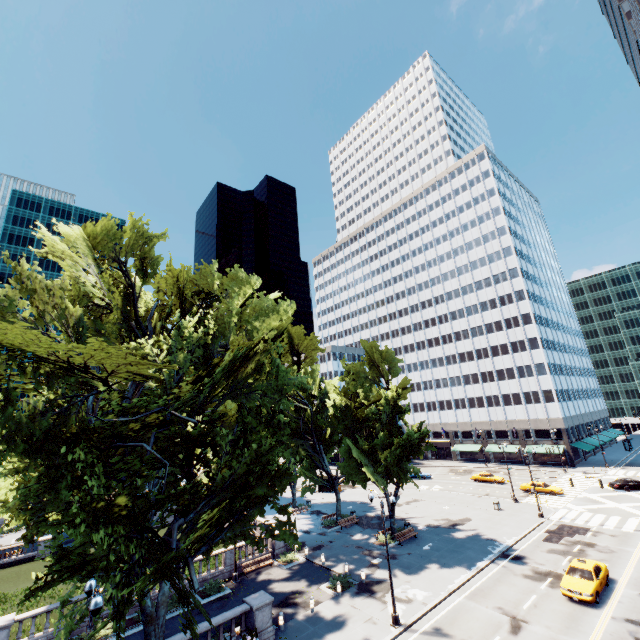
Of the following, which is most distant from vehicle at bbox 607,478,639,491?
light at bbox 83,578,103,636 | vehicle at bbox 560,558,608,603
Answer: light at bbox 83,578,103,636

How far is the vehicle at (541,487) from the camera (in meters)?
43.94

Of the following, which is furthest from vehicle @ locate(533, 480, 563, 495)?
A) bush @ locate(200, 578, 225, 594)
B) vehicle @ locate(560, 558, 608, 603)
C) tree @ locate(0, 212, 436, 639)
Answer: bush @ locate(200, 578, 225, 594)

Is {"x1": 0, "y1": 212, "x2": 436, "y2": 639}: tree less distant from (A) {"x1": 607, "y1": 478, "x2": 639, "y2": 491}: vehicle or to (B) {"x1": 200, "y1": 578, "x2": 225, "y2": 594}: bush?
(B) {"x1": 200, "y1": 578, "x2": 225, "y2": 594}: bush

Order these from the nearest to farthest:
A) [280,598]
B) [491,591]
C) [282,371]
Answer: [282,371], [491,591], [280,598]

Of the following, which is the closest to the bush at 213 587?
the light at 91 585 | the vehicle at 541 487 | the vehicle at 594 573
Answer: the light at 91 585

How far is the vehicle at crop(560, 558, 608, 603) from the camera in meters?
20.5

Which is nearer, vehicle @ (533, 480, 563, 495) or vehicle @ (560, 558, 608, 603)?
vehicle @ (560, 558, 608, 603)
